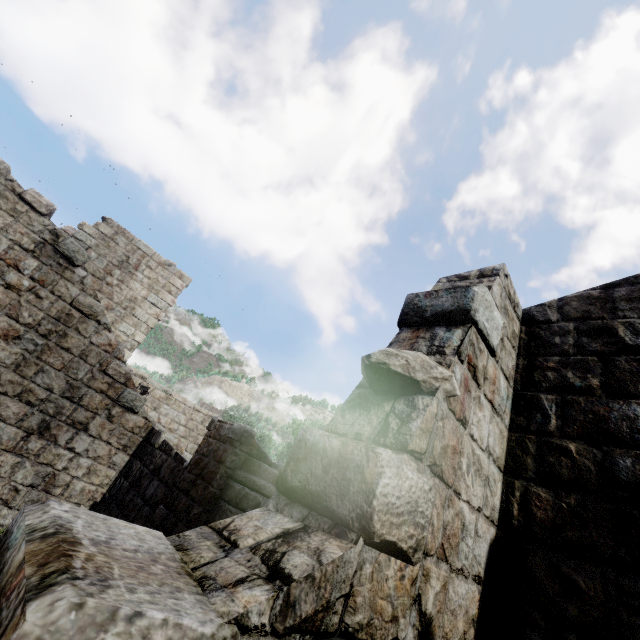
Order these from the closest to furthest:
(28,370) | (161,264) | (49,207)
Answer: (28,370) → (49,207) → (161,264)
